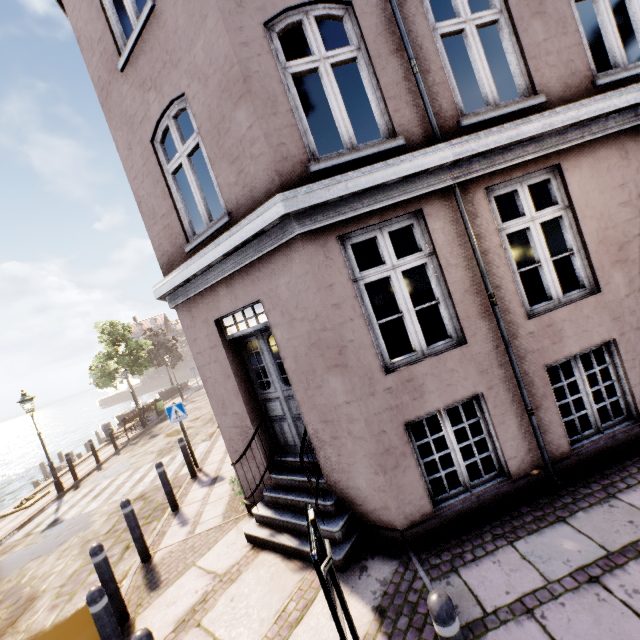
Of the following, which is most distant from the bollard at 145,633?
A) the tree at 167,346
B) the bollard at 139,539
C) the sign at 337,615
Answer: the tree at 167,346

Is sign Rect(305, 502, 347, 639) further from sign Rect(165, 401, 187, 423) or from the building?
sign Rect(165, 401, 187, 423)

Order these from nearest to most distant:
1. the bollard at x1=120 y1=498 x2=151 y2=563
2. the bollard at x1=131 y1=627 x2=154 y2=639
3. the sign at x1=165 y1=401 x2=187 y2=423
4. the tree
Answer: the bollard at x1=131 y1=627 x2=154 y2=639 → the bollard at x1=120 y1=498 x2=151 y2=563 → the sign at x1=165 y1=401 x2=187 y2=423 → the tree

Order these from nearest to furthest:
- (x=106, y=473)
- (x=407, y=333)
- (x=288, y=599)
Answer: (x=288, y=599) < (x=106, y=473) < (x=407, y=333)

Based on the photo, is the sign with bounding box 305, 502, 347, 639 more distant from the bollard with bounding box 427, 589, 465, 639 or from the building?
the building

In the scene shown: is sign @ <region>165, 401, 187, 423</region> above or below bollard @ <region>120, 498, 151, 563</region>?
above

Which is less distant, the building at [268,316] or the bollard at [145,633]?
the bollard at [145,633]

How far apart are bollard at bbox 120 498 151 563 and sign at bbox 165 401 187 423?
Result: 3.5m
